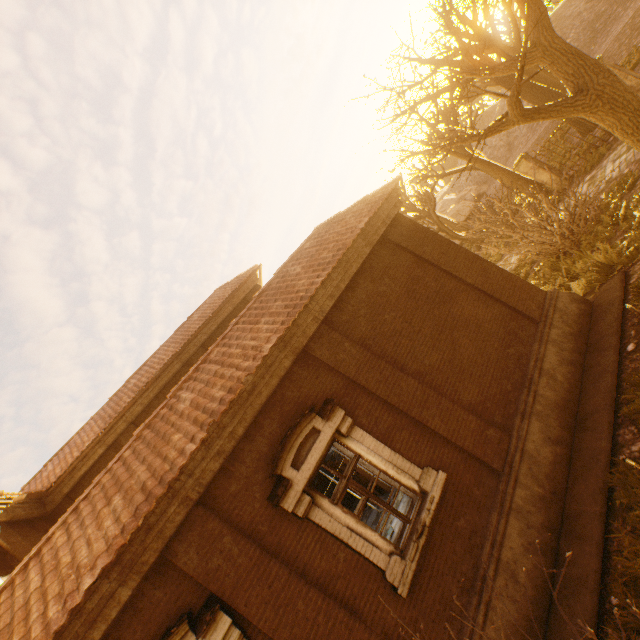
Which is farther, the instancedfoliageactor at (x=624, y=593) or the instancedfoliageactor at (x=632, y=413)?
the instancedfoliageactor at (x=632, y=413)

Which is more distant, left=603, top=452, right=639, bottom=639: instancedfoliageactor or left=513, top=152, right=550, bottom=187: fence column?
left=513, top=152, right=550, bottom=187: fence column

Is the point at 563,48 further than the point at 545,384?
Yes

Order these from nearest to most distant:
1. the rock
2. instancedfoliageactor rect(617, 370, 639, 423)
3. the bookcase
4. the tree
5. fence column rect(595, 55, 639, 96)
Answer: instancedfoliageactor rect(617, 370, 639, 423) < the tree < the bookcase < fence column rect(595, 55, 639, 96) < the rock

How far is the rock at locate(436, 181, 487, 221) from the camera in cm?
3938

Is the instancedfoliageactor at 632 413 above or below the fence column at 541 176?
below

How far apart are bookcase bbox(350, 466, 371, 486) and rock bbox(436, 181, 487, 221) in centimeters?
4084cm

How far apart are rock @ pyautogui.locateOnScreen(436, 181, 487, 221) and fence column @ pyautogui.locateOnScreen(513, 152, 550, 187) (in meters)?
29.60
